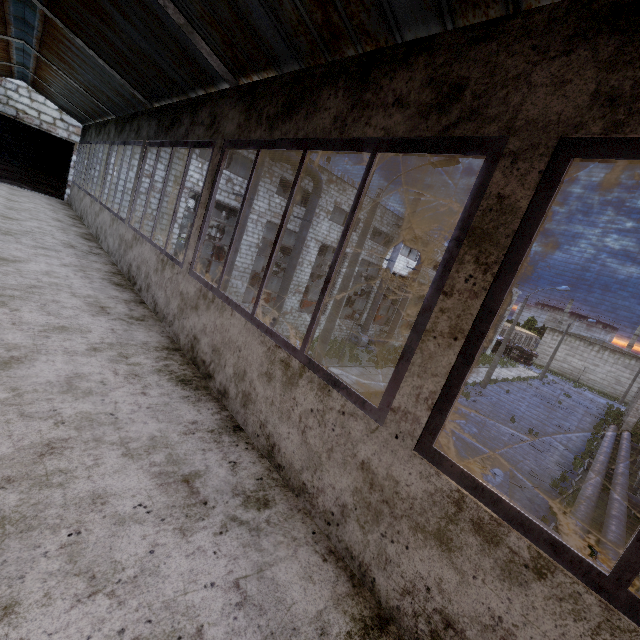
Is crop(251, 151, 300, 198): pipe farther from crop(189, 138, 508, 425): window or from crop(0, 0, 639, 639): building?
crop(189, 138, 508, 425): window

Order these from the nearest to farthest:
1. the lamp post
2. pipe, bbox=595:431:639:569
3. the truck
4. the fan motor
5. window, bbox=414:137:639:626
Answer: window, bbox=414:137:639:626 < pipe, bbox=595:431:639:569 < the lamp post < the fan motor < the truck

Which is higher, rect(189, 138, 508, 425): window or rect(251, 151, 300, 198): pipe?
rect(251, 151, 300, 198): pipe

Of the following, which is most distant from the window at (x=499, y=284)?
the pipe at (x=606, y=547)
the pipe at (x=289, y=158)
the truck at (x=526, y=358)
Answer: the truck at (x=526, y=358)

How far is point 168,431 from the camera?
2.3m

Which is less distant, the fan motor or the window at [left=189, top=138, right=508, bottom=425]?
the window at [left=189, top=138, right=508, bottom=425]

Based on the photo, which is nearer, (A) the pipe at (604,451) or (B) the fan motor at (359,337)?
(A) the pipe at (604,451)

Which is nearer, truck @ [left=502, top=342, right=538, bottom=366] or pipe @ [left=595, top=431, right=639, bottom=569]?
pipe @ [left=595, top=431, right=639, bottom=569]
